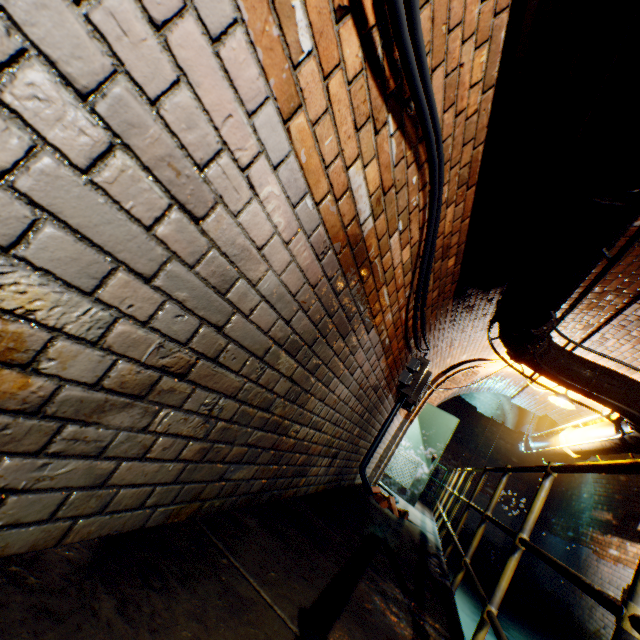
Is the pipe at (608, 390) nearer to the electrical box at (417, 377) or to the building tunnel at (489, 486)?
the building tunnel at (489, 486)

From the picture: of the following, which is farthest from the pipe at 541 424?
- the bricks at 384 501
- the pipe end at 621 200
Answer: the bricks at 384 501

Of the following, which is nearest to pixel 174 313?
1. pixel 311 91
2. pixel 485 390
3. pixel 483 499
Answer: pixel 311 91

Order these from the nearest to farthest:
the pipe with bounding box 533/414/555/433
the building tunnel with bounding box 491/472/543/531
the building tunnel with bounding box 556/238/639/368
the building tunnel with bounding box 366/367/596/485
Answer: the building tunnel with bounding box 556/238/639/368 < the building tunnel with bounding box 366/367/596/485 < the pipe with bounding box 533/414/555/433 < the building tunnel with bounding box 491/472/543/531

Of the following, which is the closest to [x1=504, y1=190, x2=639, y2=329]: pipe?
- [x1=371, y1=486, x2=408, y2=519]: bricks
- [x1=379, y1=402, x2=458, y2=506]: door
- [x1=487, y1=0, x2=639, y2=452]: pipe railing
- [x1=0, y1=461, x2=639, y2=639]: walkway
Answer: [x1=487, y1=0, x2=639, y2=452]: pipe railing

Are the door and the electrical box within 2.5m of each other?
no

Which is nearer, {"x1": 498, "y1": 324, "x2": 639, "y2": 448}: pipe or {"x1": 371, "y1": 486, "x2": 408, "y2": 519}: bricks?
{"x1": 498, "y1": 324, "x2": 639, "y2": 448}: pipe

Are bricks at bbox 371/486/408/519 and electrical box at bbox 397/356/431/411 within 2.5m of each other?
yes
